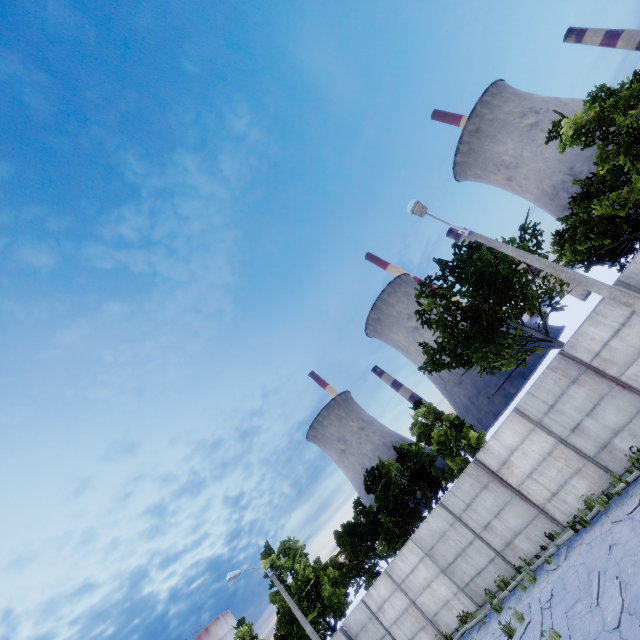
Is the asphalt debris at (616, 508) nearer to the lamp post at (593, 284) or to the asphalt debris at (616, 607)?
the asphalt debris at (616, 607)

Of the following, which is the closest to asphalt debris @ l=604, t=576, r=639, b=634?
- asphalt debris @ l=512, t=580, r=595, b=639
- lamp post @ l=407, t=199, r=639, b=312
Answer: asphalt debris @ l=512, t=580, r=595, b=639

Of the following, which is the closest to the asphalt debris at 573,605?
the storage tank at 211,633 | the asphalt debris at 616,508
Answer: the asphalt debris at 616,508

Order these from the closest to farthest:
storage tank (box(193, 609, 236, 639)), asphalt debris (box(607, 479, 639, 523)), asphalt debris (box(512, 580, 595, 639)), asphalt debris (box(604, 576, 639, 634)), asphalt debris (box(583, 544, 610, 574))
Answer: asphalt debris (box(604, 576, 639, 634))
asphalt debris (box(512, 580, 595, 639))
asphalt debris (box(583, 544, 610, 574))
asphalt debris (box(607, 479, 639, 523))
storage tank (box(193, 609, 236, 639))

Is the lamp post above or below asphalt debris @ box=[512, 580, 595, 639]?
above

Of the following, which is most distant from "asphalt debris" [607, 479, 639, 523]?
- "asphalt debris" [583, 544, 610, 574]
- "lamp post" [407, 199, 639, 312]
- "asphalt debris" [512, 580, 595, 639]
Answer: "lamp post" [407, 199, 639, 312]

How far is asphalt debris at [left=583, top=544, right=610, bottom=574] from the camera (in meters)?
9.16

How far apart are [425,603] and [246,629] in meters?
24.1
